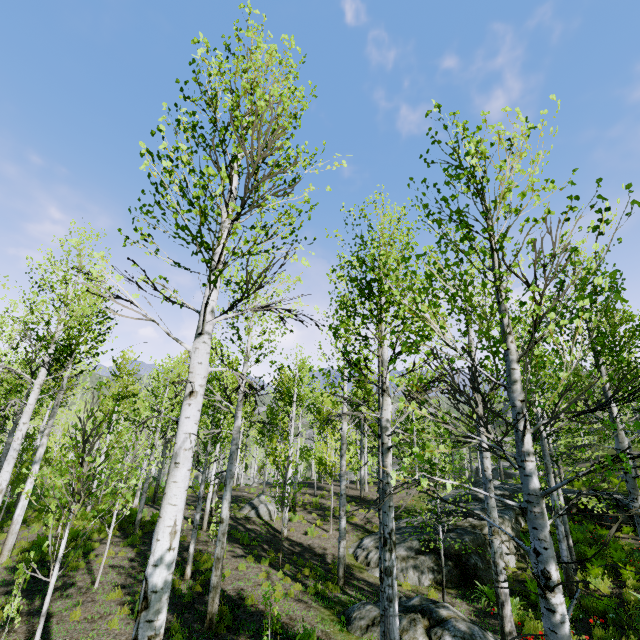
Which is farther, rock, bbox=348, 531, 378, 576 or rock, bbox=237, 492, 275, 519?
rock, bbox=237, 492, 275, 519

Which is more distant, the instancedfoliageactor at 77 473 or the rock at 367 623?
the rock at 367 623

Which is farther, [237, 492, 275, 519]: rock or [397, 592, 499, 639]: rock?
[237, 492, 275, 519]: rock

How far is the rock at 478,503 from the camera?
14.2m

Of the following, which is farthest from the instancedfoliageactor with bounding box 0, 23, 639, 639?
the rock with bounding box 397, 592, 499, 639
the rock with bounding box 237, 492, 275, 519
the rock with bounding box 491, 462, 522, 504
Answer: the rock with bounding box 491, 462, 522, 504

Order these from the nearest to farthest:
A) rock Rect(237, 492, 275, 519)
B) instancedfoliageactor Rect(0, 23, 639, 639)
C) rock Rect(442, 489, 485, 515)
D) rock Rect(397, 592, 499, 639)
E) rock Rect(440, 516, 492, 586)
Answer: instancedfoliageactor Rect(0, 23, 639, 639), rock Rect(397, 592, 499, 639), rock Rect(440, 516, 492, 586), rock Rect(442, 489, 485, 515), rock Rect(237, 492, 275, 519)

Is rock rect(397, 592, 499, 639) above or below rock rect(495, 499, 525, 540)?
below

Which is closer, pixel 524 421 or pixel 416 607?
pixel 524 421
